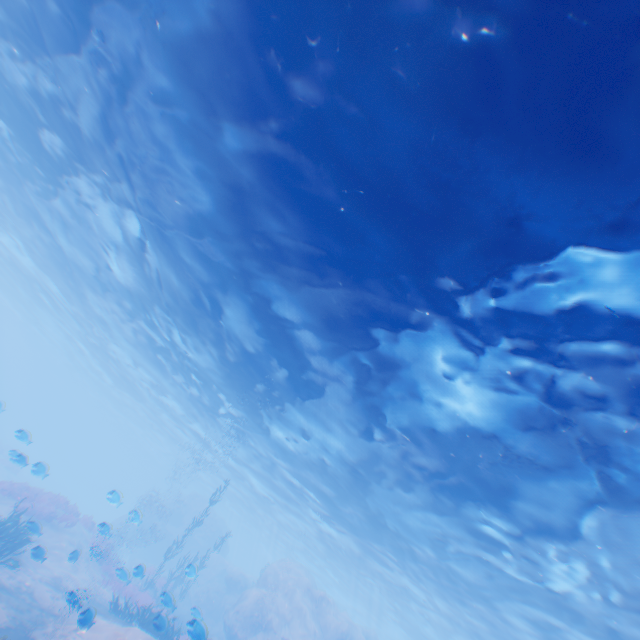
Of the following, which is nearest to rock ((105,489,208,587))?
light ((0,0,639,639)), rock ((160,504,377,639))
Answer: rock ((160,504,377,639))

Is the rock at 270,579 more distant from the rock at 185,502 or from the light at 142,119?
the light at 142,119

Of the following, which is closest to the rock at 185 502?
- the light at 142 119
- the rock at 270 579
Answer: the rock at 270 579

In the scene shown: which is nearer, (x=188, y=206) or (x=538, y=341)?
(x=538, y=341)

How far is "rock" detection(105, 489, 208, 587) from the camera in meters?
28.5

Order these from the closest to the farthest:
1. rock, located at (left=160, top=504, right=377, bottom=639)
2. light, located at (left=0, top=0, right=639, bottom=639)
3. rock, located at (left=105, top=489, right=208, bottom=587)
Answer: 1. light, located at (left=0, top=0, right=639, bottom=639)
2. rock, located at (left=160, top=504, right=377, bottom=639)
3. rock, located at (left=105, top=489, right=208, bottom=587)

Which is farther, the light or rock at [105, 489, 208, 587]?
rock at [105, 489, 208, 587]
